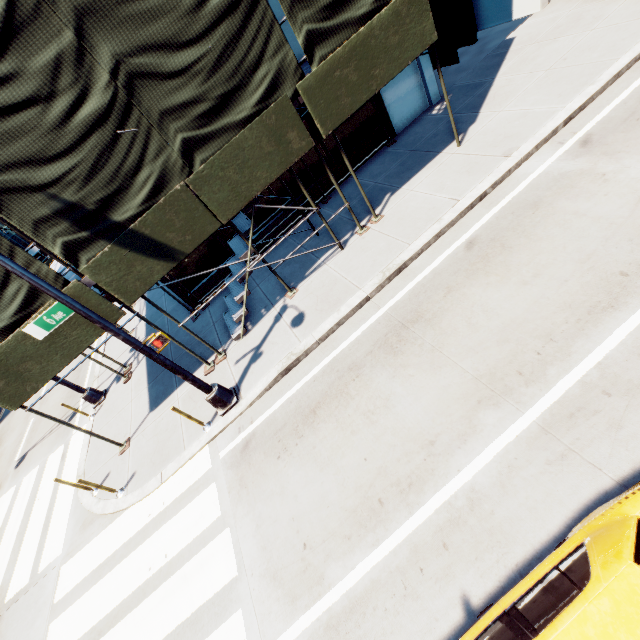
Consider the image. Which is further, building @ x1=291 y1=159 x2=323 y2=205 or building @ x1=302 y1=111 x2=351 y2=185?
building @ x1=291 y1=159 x2=323 y2=205

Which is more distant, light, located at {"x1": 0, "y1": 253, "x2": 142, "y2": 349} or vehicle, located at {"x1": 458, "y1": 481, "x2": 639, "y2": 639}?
light, located at {"x1": 0, "y1": 253, "x2": 142, "y2": 349}

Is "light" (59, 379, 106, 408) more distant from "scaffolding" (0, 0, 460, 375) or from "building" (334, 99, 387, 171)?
"building" (334, 99, 387, 171)

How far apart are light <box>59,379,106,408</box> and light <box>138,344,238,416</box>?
6.34m

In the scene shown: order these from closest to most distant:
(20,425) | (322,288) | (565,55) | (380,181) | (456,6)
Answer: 1. (322,288)
2. (565,55)
3. (380,181)
4. (456,6)
5. (20,425)

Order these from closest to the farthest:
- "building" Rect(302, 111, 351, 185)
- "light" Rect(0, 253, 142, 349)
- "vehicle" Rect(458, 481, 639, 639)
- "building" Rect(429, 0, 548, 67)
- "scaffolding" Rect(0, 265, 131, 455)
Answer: "vehicle" Rect(458, 481, 639, 639), "light" Rect(0, 253, 142, 349), "scaffolding" Rect(0, 265, 131, 455), "building" Rect(302, 111, 351, 185), "building" Rect(429, 0, 548, 67)

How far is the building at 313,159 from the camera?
11.56m
